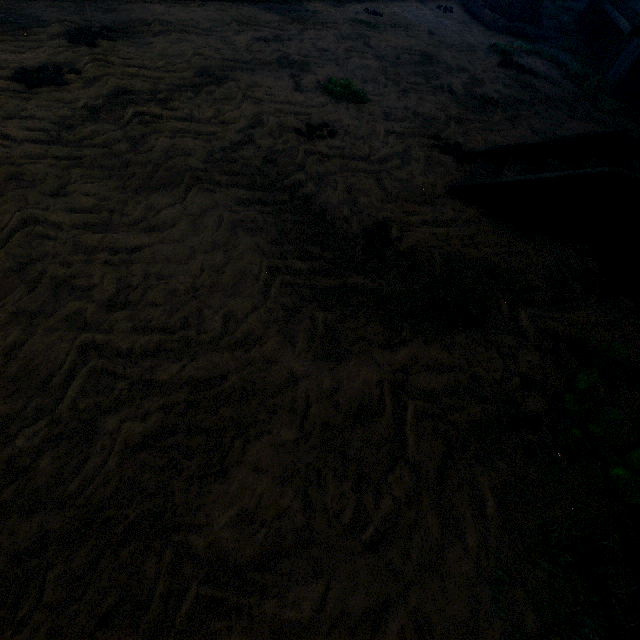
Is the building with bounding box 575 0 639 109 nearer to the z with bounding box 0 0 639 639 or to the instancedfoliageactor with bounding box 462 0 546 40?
the z with bounding box 0 0 639 639

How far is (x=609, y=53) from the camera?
8.7 meters

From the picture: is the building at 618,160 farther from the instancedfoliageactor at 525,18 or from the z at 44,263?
the instancedfoliageactor at 525,18

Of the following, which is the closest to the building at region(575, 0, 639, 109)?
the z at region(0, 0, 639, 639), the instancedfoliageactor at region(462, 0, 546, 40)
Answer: the z at region(0, 0, 639, 639)
